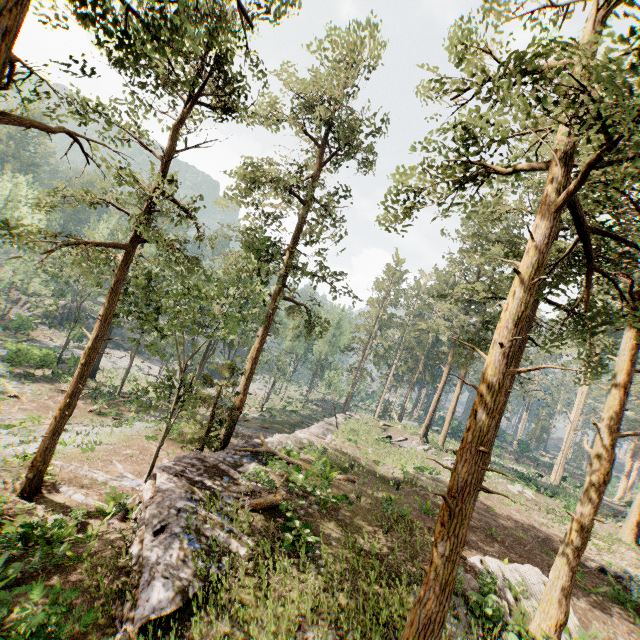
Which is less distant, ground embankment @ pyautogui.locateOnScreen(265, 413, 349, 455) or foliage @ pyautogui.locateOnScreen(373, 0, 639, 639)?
foliage @ pyautogui.locateOnScreen(373, 0, 639, 639)

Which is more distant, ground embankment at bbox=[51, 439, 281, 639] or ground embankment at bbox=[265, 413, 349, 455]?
ground embankment at bbox=[265, 413, 349, 455]

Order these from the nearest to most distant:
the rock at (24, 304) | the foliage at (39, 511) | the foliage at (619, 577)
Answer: the foliage at (39, 511)
the foliage at (619, 577)
the rock at (24, 304)

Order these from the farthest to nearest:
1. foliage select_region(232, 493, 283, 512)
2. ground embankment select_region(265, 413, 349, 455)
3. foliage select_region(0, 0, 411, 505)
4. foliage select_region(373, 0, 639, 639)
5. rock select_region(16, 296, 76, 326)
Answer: rock select_region(16, 296, 76, 326), ground embankment select_region(265, 413, 349, 455), foliage select_region(232, 493, 283, 512), foliage select_region(0, 0, 411, 505), foliage select_region(373, 0, 639, 639)

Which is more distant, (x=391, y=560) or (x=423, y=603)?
(x=391, y=560)

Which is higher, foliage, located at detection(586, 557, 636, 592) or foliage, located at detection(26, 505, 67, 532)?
foliage, located at detection(586, 557, 636, 592)

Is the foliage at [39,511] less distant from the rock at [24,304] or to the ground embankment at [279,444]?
the ground embankment at [279,444]

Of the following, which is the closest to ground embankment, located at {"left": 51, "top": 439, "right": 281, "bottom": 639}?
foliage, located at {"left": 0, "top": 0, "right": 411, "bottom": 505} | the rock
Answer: foliage, located at {"left": 0, "top": 0, "right": 411, "bottom": 505}
